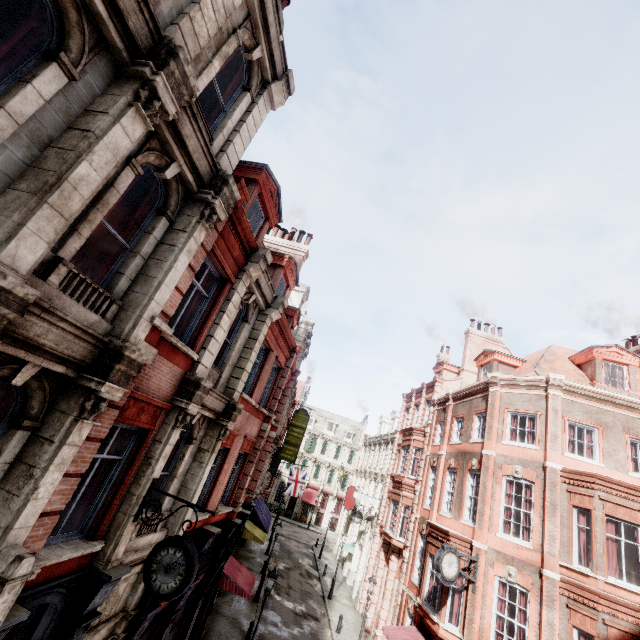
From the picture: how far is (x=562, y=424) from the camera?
14.74m

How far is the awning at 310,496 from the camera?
51.34m

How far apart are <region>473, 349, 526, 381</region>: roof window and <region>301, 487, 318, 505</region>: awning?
39.7 meters

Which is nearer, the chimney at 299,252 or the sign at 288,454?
the chimney at 299,252

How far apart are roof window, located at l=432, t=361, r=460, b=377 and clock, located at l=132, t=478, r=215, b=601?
25.1 meters

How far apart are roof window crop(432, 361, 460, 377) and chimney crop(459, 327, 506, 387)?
2.2 meters

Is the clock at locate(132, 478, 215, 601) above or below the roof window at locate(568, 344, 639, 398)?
below

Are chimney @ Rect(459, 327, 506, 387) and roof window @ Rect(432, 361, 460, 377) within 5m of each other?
yes
